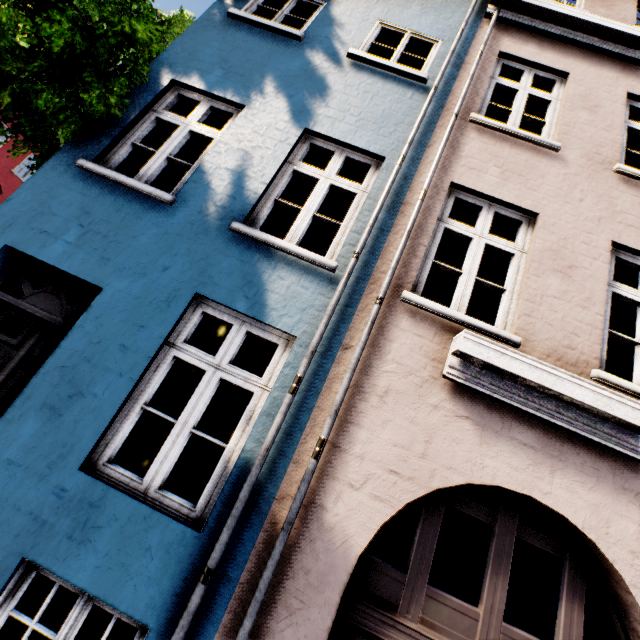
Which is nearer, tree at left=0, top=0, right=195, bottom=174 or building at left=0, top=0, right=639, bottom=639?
building at left=0, top=0, right=639, bottom=639

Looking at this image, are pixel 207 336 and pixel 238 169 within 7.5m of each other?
yes

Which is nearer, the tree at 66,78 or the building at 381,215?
the building at 381,215
